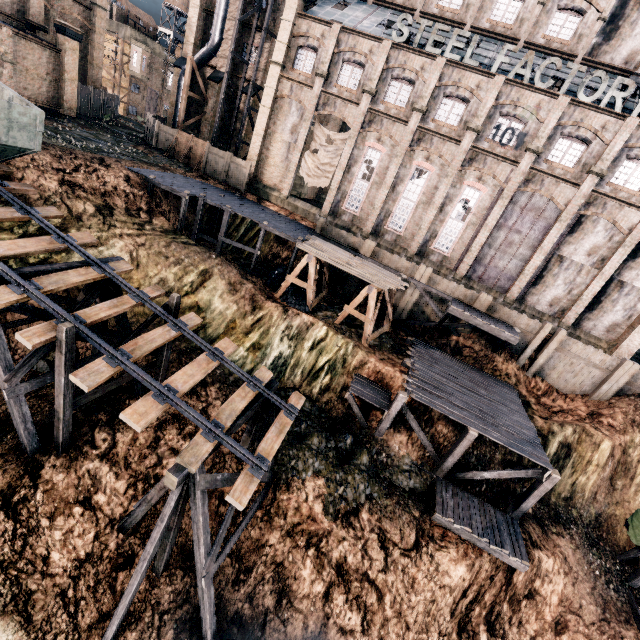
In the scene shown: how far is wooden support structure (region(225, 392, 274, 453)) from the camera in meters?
11.8

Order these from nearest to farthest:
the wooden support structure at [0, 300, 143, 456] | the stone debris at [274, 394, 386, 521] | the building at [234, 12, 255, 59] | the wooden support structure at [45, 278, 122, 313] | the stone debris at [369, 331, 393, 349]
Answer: the wooden support structure at [0, 300, 143, 456] → the wooden support structure at [45, 278, 122, 313] → the stone debris at [274, 394, 386, 521] → the stone debris at [369, 331, 393, 349] → the building at [234, 12, 255, 59]

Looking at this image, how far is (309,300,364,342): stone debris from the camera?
22.4m

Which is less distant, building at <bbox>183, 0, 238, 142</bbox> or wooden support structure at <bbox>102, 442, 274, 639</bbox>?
wooden support structure at <bbox>102, 442, 274, 639</bbox>

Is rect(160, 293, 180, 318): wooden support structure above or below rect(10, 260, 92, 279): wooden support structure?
below

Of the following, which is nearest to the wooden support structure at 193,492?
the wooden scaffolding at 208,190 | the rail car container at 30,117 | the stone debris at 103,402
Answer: the stone debris at 103,402

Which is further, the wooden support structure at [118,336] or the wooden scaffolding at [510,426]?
the wooden scaffolding at [510,426]

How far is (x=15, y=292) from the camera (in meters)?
10.23
